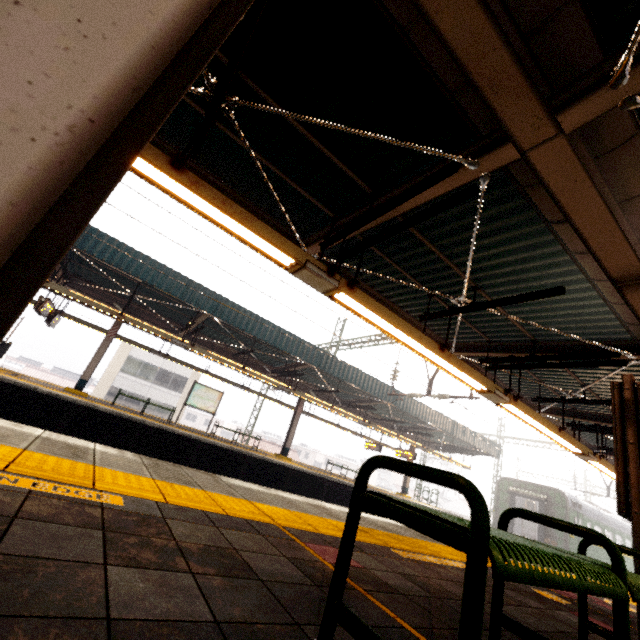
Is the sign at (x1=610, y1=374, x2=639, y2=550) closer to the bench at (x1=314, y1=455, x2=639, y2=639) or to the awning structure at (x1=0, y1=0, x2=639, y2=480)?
the bench at (x1=314, y1=455, x2=639, y2=639)

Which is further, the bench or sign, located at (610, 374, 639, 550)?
sign, located at (610, 374, 639, 550)

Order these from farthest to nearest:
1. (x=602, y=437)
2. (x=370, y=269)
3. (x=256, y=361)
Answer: (x=256, y=361), (x=602, y=437), (x=370, y=269)

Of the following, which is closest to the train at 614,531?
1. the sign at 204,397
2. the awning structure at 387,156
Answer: the awning structure at 387,156

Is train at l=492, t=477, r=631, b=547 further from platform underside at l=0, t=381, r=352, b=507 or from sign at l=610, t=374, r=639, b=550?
sign at l=610, t=374, r=639, b=550

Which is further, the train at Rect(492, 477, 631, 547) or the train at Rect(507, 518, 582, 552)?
the train at Rect(492, 477, 631, 547)

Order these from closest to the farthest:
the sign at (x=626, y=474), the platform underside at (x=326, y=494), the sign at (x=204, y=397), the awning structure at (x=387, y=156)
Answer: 1. the awning structure at (x=387, y=156)
2. the sign at (x=626, y=474)
3. the platform underside at (x=326, y=494)
4. the sign at (x=204, y=397)

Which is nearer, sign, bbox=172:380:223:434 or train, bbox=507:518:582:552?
sign, bbox=172:380:223:434
